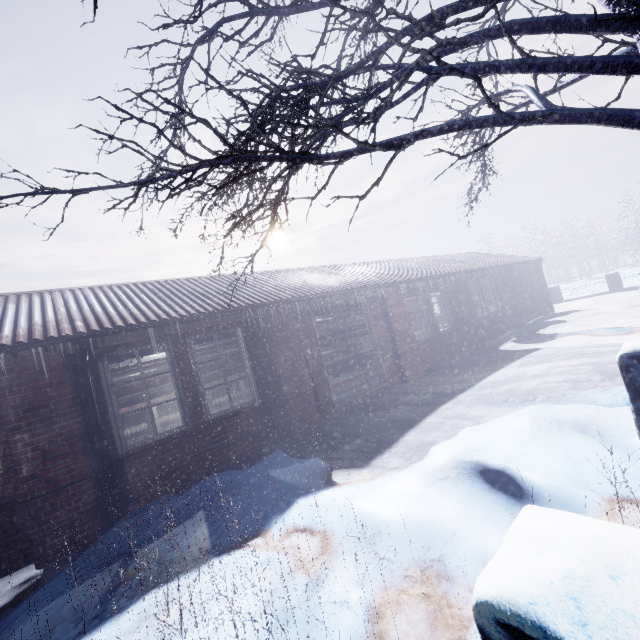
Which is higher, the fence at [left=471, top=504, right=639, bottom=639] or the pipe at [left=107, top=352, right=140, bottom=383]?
the pipe at [left=107, top=352, right=140, bottom=383]

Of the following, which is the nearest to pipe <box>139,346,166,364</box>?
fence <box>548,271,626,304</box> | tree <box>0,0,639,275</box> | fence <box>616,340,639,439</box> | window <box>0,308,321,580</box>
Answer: window <box>0,308,321,580</box>

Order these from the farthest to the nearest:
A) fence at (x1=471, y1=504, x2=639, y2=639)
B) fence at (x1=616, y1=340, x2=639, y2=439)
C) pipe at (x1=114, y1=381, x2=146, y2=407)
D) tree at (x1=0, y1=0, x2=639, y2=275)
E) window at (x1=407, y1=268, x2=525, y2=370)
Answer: window at (x1=407, y1=268, x2=525, y2=370), pipe at (x1=114, y1=381, x2=146, y2=407), fence at (x1=616, y1=340, x2=639, y2=439), tree at (x1=0, y1=0, x2=639, y2=275), fence at (x1=471, y1=504, x2=639, y2=639)

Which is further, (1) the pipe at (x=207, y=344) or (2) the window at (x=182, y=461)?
(1) the pipe at (x=207, y=344)

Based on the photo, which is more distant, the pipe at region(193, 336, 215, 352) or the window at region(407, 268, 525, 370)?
the window at region(407, 268, 525, 370)

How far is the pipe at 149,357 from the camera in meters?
5.0

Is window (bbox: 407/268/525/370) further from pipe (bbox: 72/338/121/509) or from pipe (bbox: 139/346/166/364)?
pipe (bbox: 72/338/121/509)

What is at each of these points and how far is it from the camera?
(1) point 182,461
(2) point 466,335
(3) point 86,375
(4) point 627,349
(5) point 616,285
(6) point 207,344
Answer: (1) window, 4.5 meters
(2) window, 9.3 meters
(3) pipe, 3.9 meters
(4) fence, 2.3 meters
(5) fence, 14.6 meters
(6) pipe, 5.7 meters
